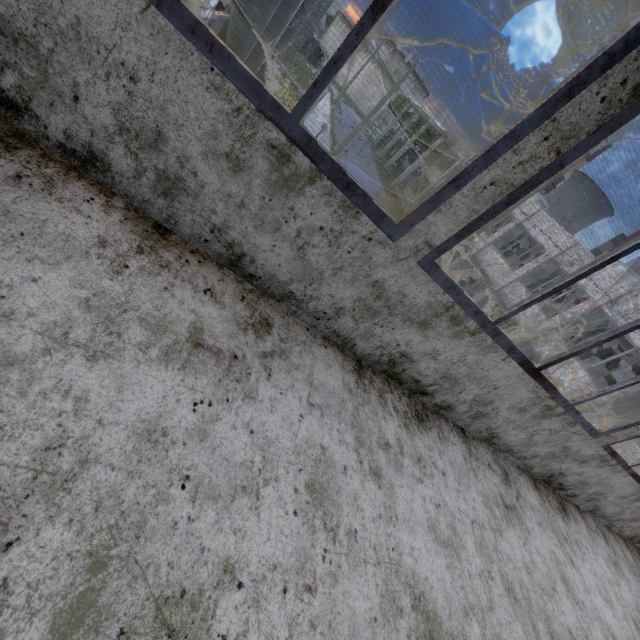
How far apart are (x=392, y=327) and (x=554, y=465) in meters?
3.0

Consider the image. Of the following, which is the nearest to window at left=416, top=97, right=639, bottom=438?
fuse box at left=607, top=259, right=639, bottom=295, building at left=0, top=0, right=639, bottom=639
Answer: building at left=0, top=0, right=639, bottom=639

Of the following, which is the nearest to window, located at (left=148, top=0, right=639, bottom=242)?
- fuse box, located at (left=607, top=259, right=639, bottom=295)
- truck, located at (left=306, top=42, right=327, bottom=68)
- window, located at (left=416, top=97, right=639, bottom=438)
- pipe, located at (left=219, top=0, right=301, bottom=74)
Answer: window, located at (left=416, top=97, right=639, bottom=438)

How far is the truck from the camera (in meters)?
50.69

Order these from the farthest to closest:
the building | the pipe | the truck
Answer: the truck
the pipe
the building

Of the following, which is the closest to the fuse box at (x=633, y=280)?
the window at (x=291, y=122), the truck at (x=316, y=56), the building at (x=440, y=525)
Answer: the building at (x=440, y=525)

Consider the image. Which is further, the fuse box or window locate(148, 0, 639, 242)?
the fuse box

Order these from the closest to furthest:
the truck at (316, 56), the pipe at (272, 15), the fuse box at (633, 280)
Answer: the pipe at (272, 15) → the fuse box at (633, 280) → the truck at (316, 56)
